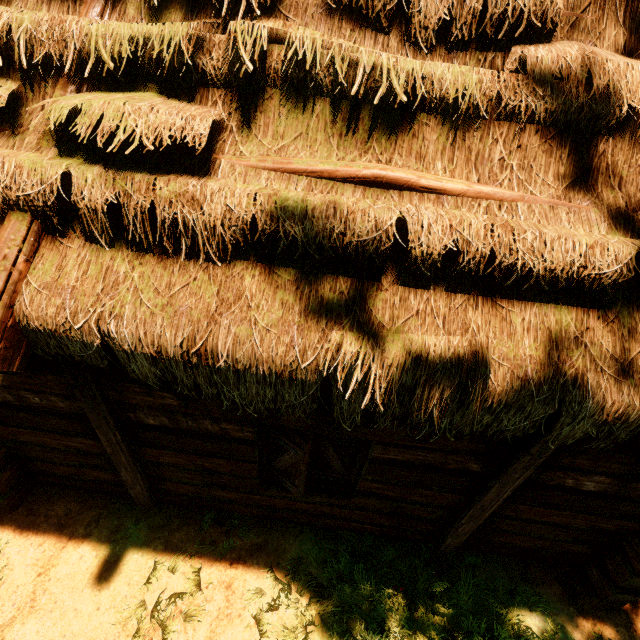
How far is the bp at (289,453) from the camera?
3.11m

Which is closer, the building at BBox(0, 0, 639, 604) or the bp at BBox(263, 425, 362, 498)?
the building at BBox(0, 0, 639, 604)

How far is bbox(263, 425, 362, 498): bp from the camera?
3.1m

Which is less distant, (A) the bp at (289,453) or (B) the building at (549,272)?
(B) the building at (549,272)

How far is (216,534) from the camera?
4.1 meters
